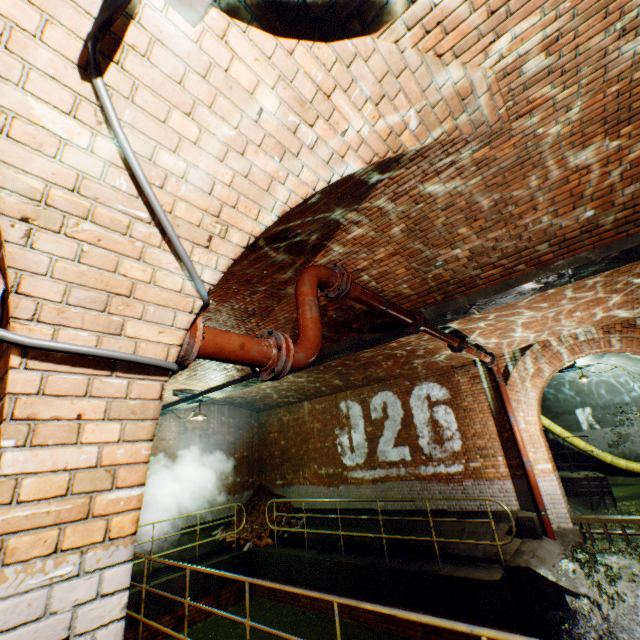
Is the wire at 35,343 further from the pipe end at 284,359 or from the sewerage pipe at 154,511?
the sewerage pipe at 154,511

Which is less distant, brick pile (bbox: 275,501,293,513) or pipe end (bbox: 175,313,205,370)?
pipe end (bbox: 175,313,205,370)

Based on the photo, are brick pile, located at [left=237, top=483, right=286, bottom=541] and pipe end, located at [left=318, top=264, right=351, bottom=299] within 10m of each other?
no

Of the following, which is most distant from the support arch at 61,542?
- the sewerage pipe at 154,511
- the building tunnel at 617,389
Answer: the sewerage pipe at 154,511

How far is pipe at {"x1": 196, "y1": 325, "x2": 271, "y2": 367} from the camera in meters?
2.0

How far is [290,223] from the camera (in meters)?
2.88

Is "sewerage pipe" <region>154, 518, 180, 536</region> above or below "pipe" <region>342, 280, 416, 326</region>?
below

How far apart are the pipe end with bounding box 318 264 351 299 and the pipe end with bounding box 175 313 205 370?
1.8m
